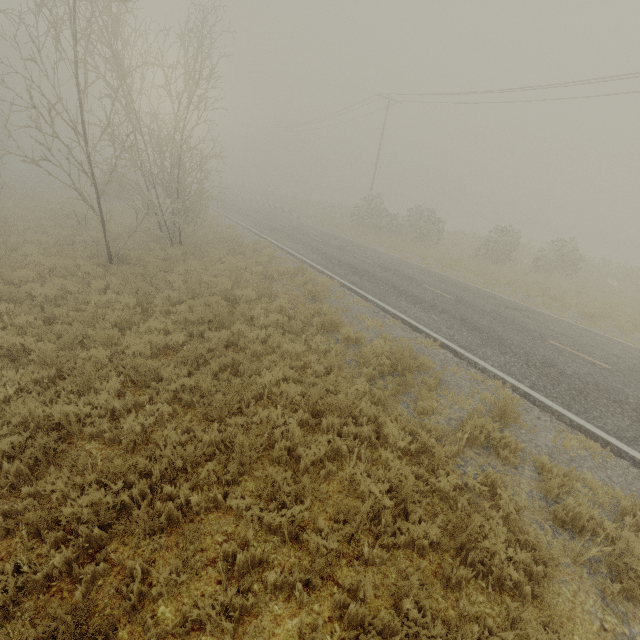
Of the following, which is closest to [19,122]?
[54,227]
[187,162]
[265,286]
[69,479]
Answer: [54,227]
